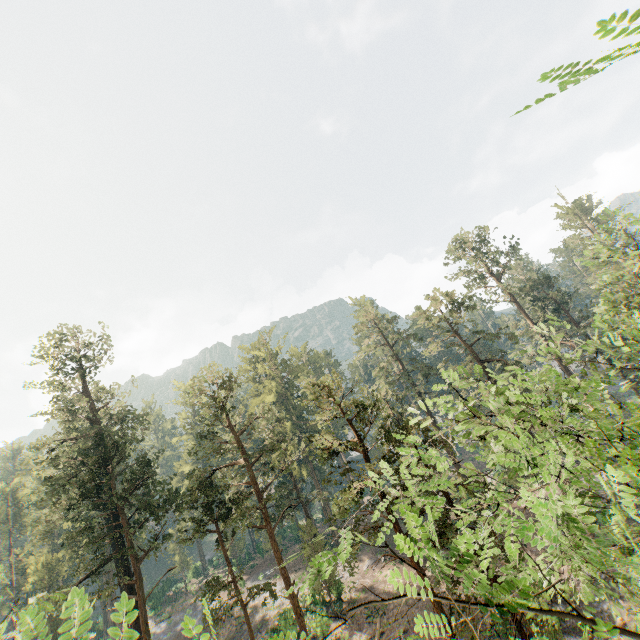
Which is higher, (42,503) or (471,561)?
(42,503)
